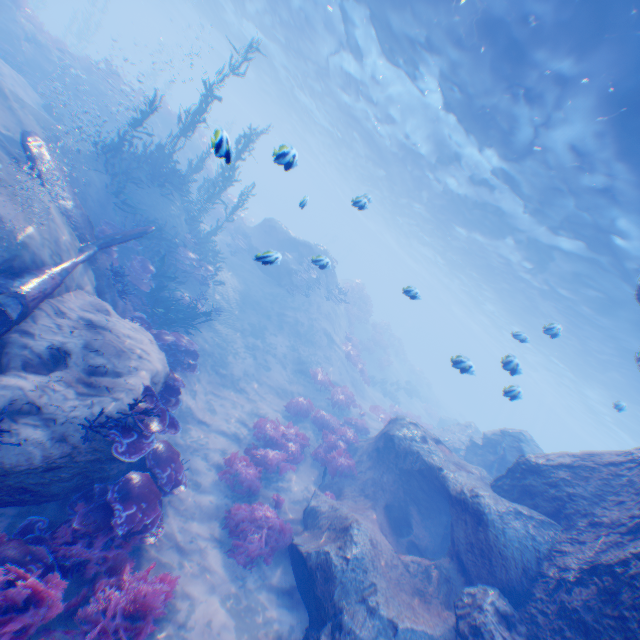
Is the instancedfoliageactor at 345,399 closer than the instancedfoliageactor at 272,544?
No

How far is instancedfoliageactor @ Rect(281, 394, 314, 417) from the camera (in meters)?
14.08

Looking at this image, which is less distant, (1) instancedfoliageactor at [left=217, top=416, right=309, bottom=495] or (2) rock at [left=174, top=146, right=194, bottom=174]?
(1) instancedfoliageactor at [left=217, top=416, right=309, bottom=495]

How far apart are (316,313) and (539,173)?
13.28m

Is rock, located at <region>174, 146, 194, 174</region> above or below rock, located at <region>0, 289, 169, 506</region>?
above

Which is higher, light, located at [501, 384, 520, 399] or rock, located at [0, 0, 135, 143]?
light, located at [501, 384, 520, 399]

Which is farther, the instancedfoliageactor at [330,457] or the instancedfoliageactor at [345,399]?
the instancedfoliageactor at [345,399]

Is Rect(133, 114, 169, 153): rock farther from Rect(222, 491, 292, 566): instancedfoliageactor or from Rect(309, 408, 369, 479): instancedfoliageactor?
Rect(222, 491, 292, 566): instancedfoliageactor
